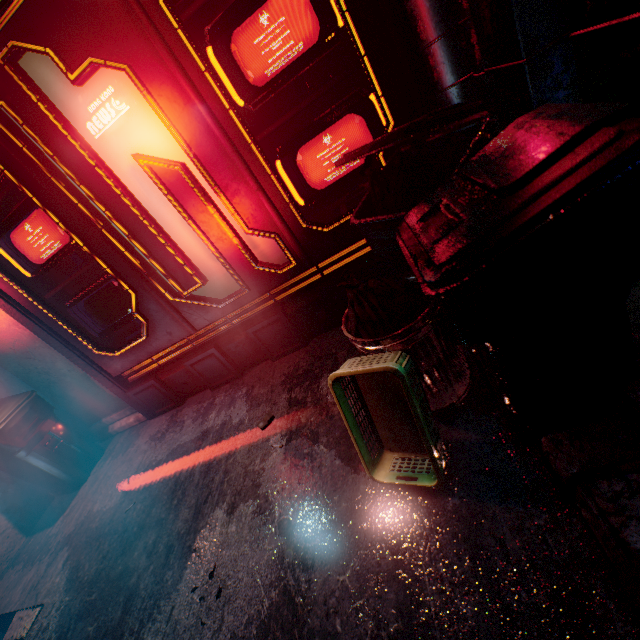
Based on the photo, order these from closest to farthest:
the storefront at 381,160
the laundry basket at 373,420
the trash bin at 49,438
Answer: the laundry basket at 373,420, the storefront at 381,160, the trash bin at 49,438

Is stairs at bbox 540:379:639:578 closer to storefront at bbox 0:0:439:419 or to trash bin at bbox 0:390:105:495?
storefront at bbox 0:0:439:419

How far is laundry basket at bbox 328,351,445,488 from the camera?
1.26m

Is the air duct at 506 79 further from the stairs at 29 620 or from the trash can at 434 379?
the stairs at 29 620

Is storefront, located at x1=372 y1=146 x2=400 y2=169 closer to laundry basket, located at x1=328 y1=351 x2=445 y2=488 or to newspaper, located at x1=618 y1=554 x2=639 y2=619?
laundry basket, located at x1=328 y1=351 x2=445 y2=488

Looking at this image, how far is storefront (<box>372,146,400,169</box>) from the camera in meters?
2.0 m

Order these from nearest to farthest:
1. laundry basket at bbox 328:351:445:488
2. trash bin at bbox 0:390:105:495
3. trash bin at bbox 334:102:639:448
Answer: trash bin at bbox 334:102:639:448, laundry basket at bbox 328:351:445:488, trash bin at bbox 0:390:105:495

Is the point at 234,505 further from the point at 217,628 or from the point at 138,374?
the point at 138,374
